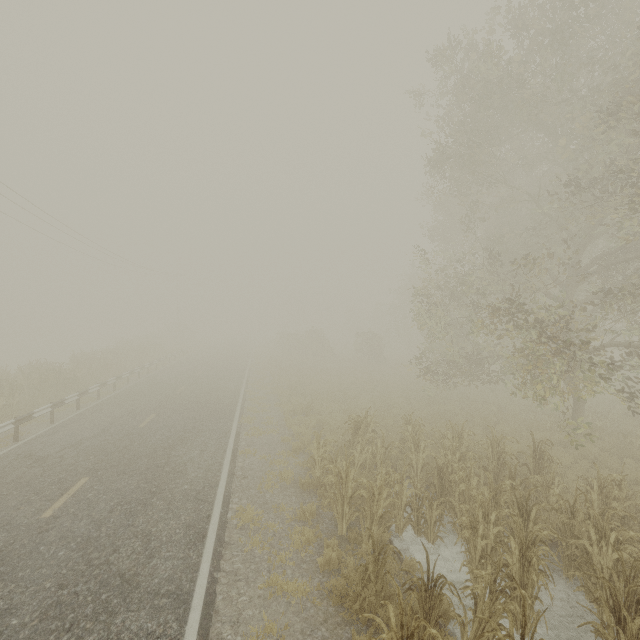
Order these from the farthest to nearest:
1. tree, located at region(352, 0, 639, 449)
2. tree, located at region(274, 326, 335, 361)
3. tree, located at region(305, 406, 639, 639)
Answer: tree, located at region(274, 326, 335, 361) → tree, located at region(352, 0, 639, 449) → tree, located at region(305, 406, 639, 639)

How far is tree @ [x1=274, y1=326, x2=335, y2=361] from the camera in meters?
36.0

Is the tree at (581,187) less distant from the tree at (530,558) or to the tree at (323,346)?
the tree at (530,558)

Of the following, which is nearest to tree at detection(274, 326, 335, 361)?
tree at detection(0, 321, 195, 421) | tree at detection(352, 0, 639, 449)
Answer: tree at detection(0, 321, 195, 421)

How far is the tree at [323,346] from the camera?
36.0 meters

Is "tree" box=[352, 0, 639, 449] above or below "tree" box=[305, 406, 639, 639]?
above

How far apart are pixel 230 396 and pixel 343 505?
12.5m
